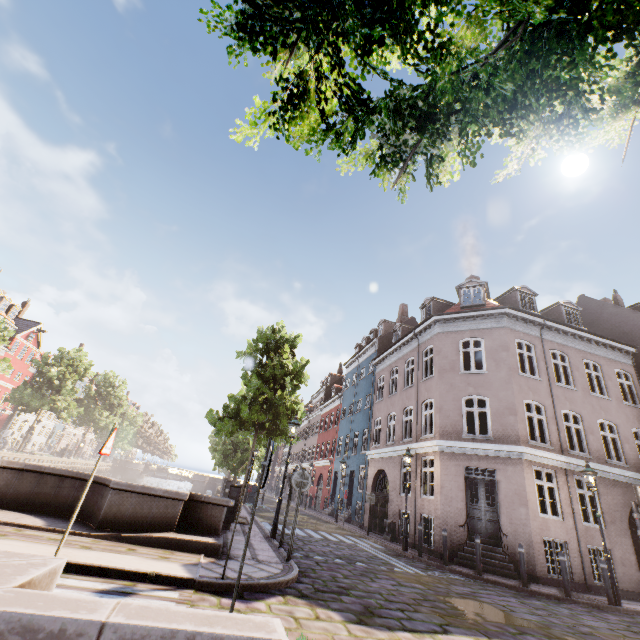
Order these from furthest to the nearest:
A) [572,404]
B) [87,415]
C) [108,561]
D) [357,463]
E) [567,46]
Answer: [87,415] < [357,463] < [572,404] < [108,561] < [567,46]

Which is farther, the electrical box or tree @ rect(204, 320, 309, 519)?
the electrical box

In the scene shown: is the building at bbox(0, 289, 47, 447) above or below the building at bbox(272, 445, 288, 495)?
below

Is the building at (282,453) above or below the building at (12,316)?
above

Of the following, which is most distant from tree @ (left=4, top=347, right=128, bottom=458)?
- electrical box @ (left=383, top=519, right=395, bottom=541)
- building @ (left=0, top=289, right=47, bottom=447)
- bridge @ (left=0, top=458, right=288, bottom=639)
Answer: electrical box @ (left=383, top=519, right=395, bottom=541)

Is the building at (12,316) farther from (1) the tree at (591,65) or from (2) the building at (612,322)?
(2) the building at (612,322)

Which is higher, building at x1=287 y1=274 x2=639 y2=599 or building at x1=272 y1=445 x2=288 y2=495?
building at x1=272 y1=445 x2=288 y2=495

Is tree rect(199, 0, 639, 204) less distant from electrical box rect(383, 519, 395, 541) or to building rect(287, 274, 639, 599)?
building rect(287, 274, 639, 599)
